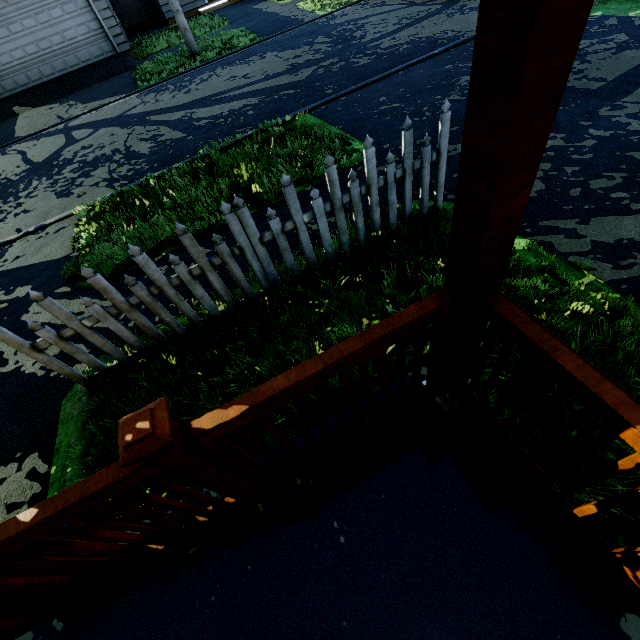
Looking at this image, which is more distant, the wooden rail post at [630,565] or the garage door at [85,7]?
the garage door at [85,7]

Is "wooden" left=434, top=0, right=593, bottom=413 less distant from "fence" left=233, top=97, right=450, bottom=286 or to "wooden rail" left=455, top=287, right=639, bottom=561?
"wooden rail" left=455, top=287, right=639, bottom=561

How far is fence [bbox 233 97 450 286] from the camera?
2.63m

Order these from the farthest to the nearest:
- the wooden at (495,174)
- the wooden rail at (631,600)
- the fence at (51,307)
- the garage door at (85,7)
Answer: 1. the garage door at (85,7)
2. the fence at (51,307)
3. the wooden rail at (631,600)
4. the wooden at (495,174)

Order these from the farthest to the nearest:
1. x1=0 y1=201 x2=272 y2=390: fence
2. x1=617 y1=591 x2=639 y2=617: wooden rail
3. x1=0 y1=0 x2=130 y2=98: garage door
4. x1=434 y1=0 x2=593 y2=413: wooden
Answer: x1=0 y1=0 x2=130 y2=98: garage door
x1=0 y1=201 x2=272 y2=390: fence
x1=617 y1=591 x2=639 y2=617: wooden rail
x1=434 y1=0 x2=593 y2=413: wooden

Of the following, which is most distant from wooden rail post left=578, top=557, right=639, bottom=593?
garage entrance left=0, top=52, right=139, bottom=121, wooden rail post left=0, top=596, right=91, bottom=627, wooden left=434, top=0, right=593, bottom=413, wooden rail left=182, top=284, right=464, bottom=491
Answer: garage entrance left=0, top=52, right=139, bottom=121

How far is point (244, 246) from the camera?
2.72m

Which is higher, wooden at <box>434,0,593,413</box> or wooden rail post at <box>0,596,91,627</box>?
wooden at <box>434,0,593,413</box>
